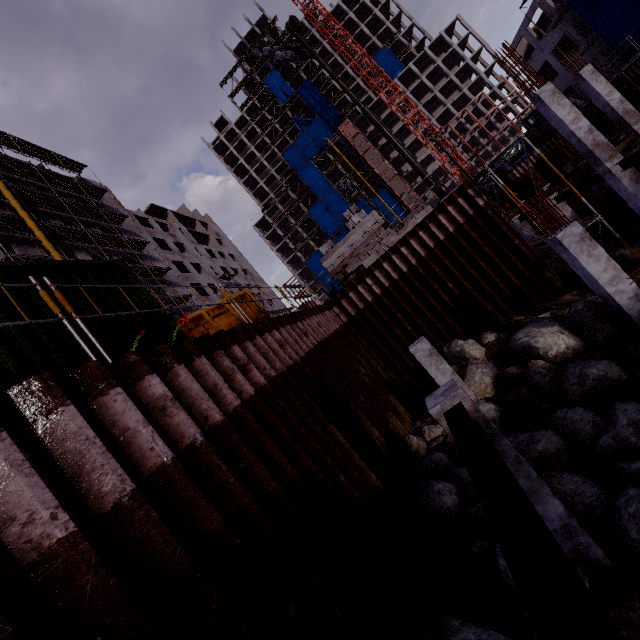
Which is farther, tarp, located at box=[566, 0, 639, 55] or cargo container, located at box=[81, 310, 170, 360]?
tarp, located at box=[566, 0, 639, 55]

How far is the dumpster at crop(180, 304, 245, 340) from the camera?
8.8 meters

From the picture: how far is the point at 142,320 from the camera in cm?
587

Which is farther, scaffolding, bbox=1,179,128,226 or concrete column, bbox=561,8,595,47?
concrete column, bbox=561,8,595,47

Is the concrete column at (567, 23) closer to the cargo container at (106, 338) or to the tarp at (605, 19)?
the tarp at (605, 19)

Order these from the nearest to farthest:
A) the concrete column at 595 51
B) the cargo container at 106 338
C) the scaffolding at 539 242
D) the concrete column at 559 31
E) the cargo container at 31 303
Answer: the cargo container at 31 303
the cargo container at 106 338
the scaffolding at 539 242
the concrete column at 595 51
the concrete column at 559 31

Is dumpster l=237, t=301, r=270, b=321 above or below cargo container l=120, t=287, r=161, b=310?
below

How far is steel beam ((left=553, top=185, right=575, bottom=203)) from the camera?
15.7m
